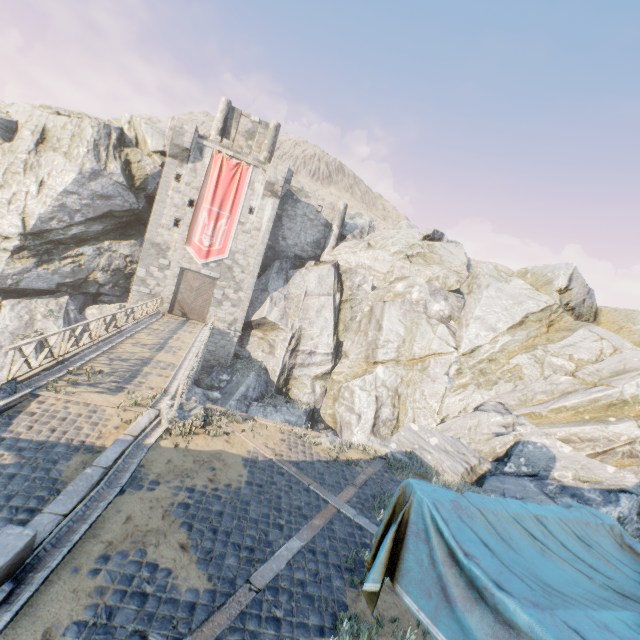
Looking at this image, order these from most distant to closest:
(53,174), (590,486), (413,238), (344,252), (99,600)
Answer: (413,238), (344,252), (53,174), (590,486), (99,600)

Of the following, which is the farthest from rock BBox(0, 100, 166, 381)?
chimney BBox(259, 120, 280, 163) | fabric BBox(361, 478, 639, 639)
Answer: chimney BBox(259, 120, 280, 163)

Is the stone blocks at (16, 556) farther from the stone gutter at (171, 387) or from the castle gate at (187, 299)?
the castle gate at (187, 299)

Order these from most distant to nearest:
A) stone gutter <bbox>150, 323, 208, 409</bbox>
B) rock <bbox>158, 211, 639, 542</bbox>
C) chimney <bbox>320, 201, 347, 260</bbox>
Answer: chimney <bbox>320, 201, 347, 260</bbox>, rock <bbox>158, 211, 639, 542</bbox>, stone gutter <bbox>150, 323, 208, 409</bbox>

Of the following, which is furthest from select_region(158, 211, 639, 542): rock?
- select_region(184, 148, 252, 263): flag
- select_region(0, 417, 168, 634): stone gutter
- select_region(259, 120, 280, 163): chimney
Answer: select_region(259, 120, 280, 163): chimney

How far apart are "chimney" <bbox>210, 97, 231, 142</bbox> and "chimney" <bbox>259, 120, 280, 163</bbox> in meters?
3.2 m

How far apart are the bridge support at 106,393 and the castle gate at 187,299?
16.78m

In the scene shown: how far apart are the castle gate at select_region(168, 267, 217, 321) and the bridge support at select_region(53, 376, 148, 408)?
16.78m
